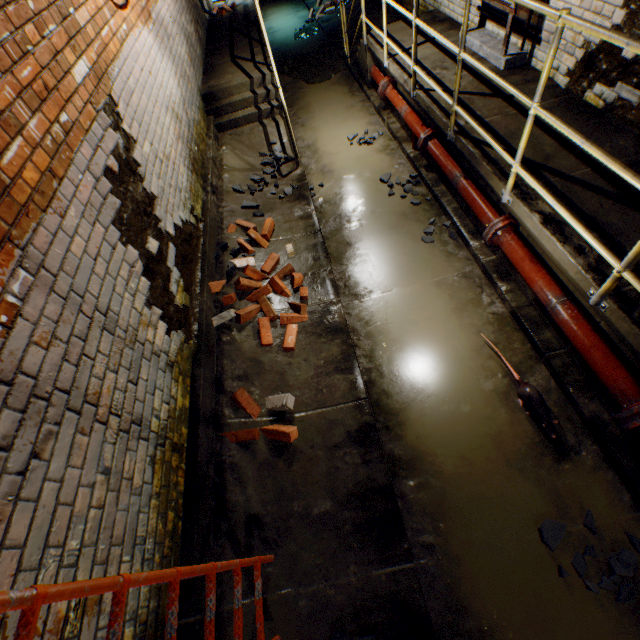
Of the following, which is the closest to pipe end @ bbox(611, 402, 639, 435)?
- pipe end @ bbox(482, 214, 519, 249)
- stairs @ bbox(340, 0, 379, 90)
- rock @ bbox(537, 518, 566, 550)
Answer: rock @ bbox(537, 518, 566, 550)

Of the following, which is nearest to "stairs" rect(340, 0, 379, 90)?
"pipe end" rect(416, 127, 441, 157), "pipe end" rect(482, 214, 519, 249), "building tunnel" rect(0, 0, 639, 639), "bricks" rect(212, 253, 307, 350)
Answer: "building tunnel" rect(0, 0, 639, 639)

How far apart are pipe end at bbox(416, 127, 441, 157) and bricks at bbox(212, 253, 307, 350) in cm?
233

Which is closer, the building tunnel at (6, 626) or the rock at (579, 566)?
the building tunnel at (6, 626)

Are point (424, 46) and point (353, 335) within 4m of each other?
no

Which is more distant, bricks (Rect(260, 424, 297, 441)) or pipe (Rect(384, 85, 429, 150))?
pipe (Rect(384, 85, 429, 150))

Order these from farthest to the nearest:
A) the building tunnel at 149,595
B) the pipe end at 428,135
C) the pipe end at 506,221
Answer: the pipe end at 428,135, the pipe end at 506,221, the building tunnel at 149,595

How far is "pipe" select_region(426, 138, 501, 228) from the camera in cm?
349
